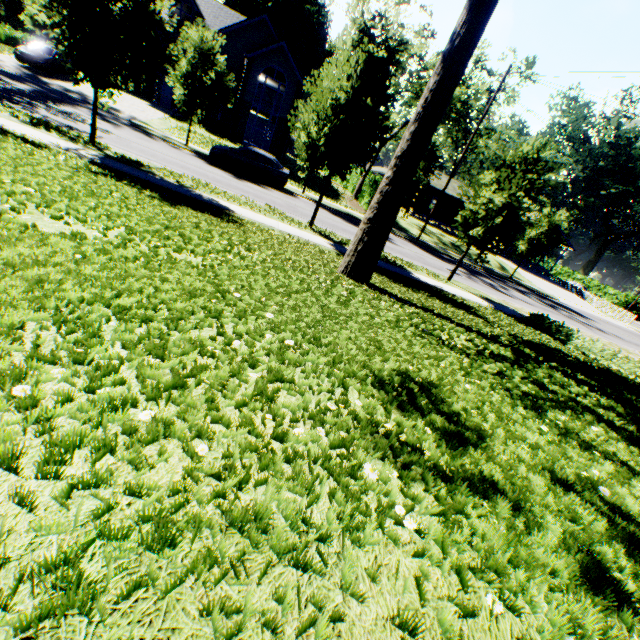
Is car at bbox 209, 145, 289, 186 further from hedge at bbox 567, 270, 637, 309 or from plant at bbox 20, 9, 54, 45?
hedge at bbox 567, 270, 637, 309

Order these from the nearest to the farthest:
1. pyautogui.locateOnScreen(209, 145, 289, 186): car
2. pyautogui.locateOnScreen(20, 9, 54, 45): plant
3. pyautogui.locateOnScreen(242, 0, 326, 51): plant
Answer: pyautogui.locateOnScreen(209, 145, 289, 186): car
pyautogui.locateOnScreen(20, 9, 54, 45): plant
pyautogui.locateOnScreen(242, 0, 326, 51): plant

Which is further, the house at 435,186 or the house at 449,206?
the house at 449,206

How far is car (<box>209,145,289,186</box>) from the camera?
19.23m

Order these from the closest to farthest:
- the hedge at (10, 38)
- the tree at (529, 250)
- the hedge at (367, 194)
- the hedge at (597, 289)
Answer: the tree at (529, 250) < the hedge at (367, 194) < the hedge at (10, 38) < the hedge at (597, 289)

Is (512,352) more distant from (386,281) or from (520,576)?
(520,576)

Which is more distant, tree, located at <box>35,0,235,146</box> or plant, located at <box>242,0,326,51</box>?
plant, located at <box>242,0,326,51</box>

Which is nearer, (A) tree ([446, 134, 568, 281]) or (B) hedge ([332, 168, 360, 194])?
(A) tree ([446, 134, 568, 281])
